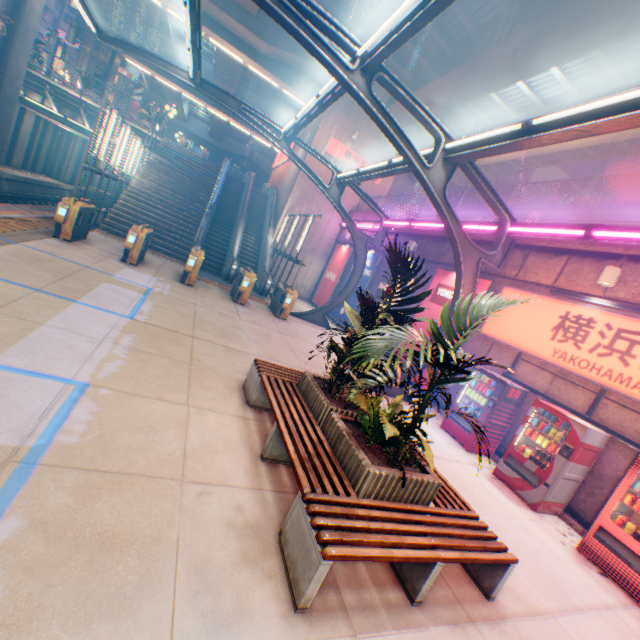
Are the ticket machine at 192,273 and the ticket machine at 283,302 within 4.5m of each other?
yes

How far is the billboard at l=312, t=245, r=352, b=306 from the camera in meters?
20.4 m

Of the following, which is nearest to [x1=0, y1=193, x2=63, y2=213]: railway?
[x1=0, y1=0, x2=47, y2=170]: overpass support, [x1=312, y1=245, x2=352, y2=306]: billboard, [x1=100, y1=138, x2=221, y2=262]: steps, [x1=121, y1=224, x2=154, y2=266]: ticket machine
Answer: [x1=0, y1=0, x2=47, y2=170]: overpass support

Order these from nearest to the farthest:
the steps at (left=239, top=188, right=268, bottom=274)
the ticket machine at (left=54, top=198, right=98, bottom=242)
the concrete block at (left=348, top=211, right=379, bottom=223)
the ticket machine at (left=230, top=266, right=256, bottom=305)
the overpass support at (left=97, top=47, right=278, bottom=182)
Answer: the ticket machine at (left=54, top=198, right=98, bottom=242), the ticket machine at (left=230, top=266, right=256, bottom=305), the concrete block at (left=348, top=211, right=379, bottom=223), the steps at (left=239, top=188, right=268, bottom=274), the overpass support at (left=97, top=47, right=278, bottom=182)

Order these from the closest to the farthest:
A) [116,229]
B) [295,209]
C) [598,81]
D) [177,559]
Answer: [177,559] < [598,81] < [116,229] < [295,209]

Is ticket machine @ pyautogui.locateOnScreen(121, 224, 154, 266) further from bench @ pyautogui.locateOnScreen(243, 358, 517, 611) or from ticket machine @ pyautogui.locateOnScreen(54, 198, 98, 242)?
bench @ pyautogui.locateOnScreen(243, 358, 517, 611)

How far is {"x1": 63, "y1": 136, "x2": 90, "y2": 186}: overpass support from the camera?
28.45m

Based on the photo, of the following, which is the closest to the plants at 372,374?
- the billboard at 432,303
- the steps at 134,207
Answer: the billboard at 432,303
